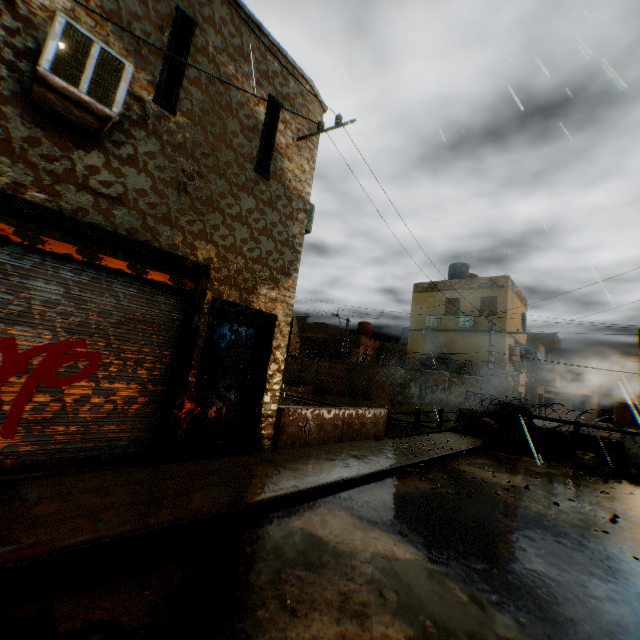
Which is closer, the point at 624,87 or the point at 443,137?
the point at 624,87

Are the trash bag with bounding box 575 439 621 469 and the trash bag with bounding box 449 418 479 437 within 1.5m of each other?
no

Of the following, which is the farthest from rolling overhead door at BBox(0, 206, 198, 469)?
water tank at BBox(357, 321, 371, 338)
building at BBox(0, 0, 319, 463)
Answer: water tank at BBox(357, 321, 371, 338)

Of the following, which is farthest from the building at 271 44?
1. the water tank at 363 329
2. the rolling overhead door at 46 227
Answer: the water tank at 363 329

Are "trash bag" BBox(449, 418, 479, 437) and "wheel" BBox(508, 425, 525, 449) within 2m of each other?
yes

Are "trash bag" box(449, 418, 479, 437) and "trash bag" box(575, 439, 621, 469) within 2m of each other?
no

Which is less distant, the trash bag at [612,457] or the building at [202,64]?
the building at [202,64]

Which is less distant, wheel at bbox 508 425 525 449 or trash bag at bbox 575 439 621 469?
trash bag at bbox 575 439 621 469
